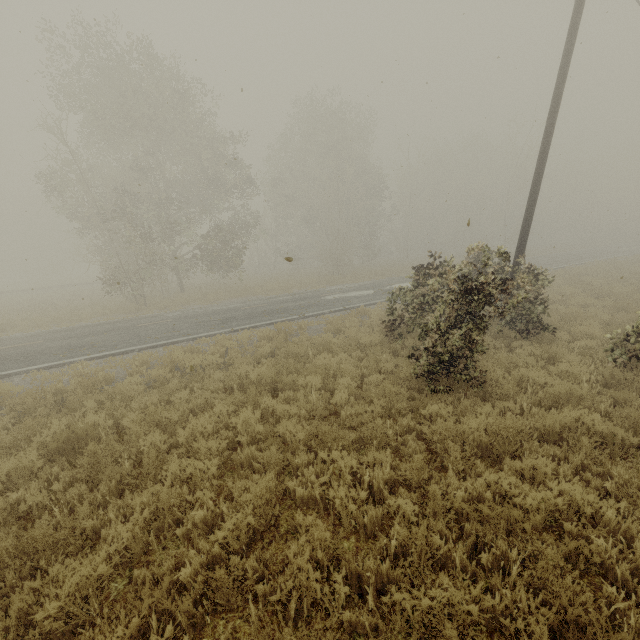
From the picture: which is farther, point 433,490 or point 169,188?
point 169,188

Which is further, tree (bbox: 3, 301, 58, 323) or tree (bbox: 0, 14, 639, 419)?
tree (bbox: 3, 301, 58, 323)

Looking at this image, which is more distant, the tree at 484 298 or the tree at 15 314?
the tree at 15 314
